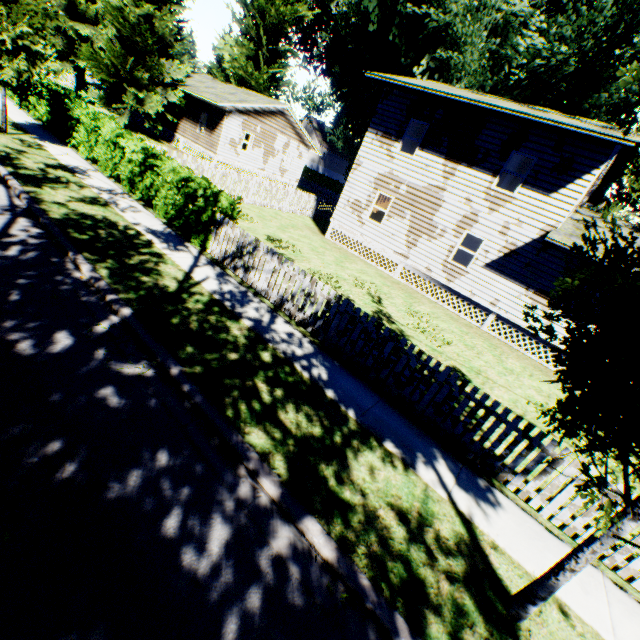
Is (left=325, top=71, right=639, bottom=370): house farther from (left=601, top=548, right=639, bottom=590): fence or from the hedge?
the hedge

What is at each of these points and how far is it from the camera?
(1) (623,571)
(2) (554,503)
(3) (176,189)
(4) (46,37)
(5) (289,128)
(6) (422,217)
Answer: (1) fence, 4.8m
(2) fence, 5.2m
(3) hedge, 9.9m
(4) plant, 27.1m
(5) house, 29.0m
(6) house, 15.8m

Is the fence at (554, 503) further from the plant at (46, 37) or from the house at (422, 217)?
the house at (422, 217)

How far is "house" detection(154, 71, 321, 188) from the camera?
24.8m

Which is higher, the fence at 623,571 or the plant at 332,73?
the plant at 332,73

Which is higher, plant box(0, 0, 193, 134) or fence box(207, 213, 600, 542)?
plant box(0, 0, 193, 134)

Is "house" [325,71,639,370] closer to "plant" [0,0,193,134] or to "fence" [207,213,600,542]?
"plant" [0,0,193,134]

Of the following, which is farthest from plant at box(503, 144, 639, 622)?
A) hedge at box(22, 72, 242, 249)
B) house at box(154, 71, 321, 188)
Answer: hedge at box(22, 72, 242, 249)
